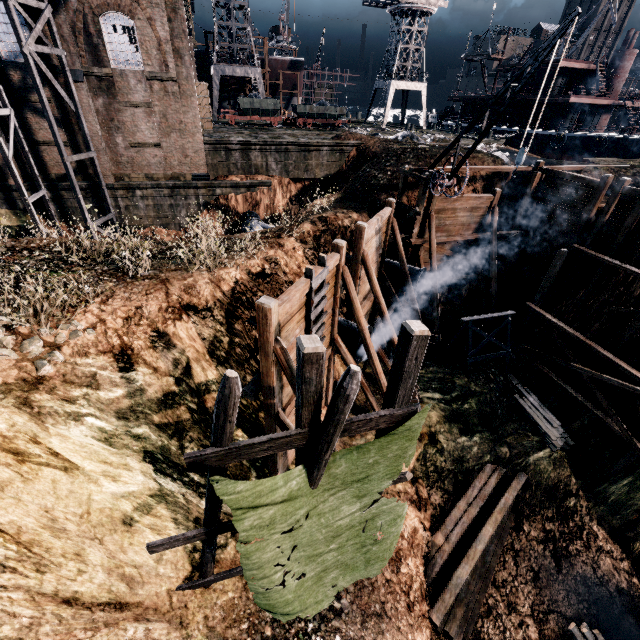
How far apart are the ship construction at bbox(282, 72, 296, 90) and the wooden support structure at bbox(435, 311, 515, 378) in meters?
52.3 m

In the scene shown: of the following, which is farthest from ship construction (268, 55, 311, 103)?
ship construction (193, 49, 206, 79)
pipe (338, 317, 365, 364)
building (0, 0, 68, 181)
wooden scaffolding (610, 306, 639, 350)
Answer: pipe (338, 317, 365, 364)

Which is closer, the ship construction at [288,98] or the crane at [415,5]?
the crane at [415,5]

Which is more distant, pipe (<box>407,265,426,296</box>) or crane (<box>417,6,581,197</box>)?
Answer: pipe (<box>407,265,426,296</box>)

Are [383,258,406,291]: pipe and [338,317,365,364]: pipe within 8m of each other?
yes

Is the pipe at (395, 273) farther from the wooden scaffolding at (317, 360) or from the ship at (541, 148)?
the ship at (541, 148)

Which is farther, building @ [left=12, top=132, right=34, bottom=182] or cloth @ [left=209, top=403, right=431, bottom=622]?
building @ [left=12, top=132, right=34, bottom=182]

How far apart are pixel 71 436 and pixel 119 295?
4.36m
